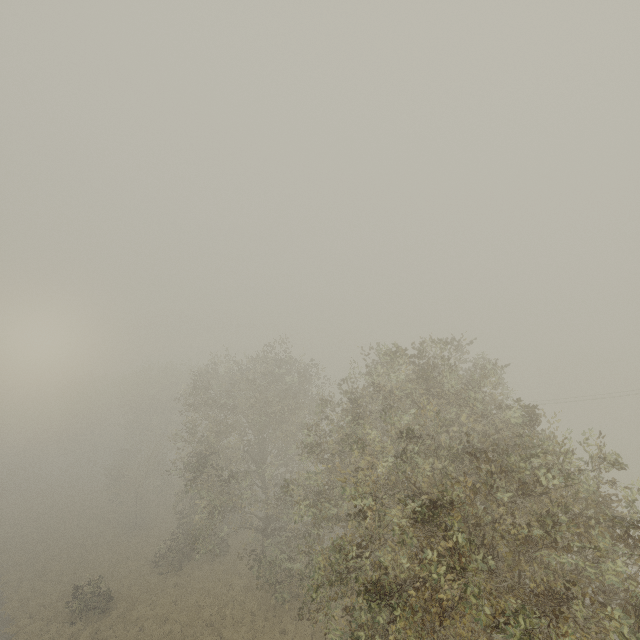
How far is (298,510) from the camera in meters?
12.6
